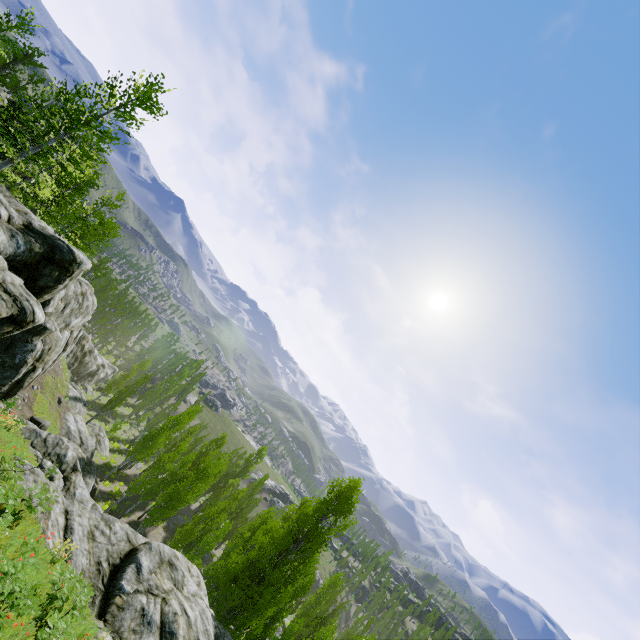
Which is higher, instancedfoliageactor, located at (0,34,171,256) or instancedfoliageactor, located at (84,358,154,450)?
instancedfoliageactor, located at (0,34,171,256)

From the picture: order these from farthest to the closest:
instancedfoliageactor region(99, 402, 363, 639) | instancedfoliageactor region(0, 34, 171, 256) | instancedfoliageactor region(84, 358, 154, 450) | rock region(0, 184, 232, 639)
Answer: instancedfoliageactor region(84, 358, 154, 450), instancedfoliageactor region(99, 402, 363, 639), instancedfoliageactor region(0, 34, 171, 256), rock region(0, 184, 232, 639)

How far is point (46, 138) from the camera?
18.7 meters

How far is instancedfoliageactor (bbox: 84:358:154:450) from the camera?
38.3m

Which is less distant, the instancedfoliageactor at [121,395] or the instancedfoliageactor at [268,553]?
the instancedfoliageactor at [268,553]

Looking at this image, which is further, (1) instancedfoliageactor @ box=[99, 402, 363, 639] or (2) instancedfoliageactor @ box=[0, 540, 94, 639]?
(1) instancedfoliageactor @ box=[99, 402, 363, 639]

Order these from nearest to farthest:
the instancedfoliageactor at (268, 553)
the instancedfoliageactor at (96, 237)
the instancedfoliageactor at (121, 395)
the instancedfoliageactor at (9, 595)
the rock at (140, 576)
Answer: the instancedfoliageactor at (9, 595)
the rock at (140, 576)
the instancedfoliageactor at (96, 237)
the instancedfoliageactor at (268, 553)
the instancedfoliageactor at (121, 395)
